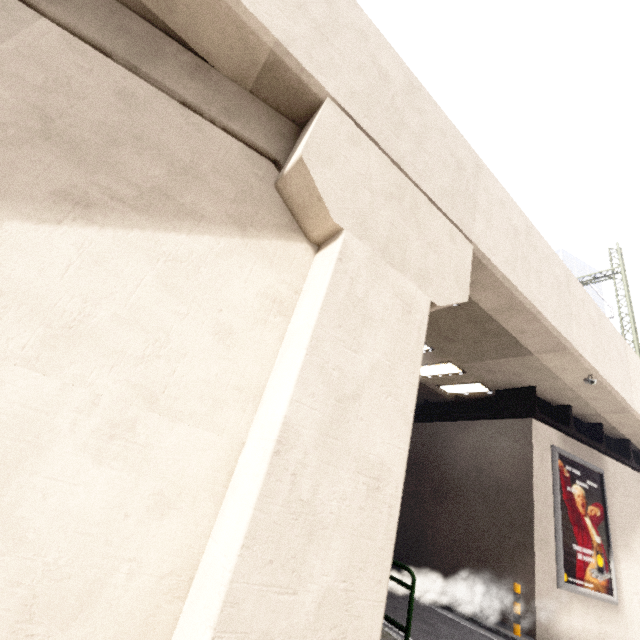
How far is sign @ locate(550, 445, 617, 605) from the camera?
9.7 meters

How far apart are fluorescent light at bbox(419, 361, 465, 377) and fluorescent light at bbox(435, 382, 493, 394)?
0.92m

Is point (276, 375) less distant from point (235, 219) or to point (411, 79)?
point (235, 219)

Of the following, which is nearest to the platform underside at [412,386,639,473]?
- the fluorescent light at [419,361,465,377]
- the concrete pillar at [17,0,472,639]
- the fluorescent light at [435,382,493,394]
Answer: the fluorescent light at [435,382,493,394]

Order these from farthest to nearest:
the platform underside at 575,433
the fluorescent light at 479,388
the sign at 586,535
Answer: the fluorescent light at 479,388
the platform underside at 575,433
the sign at 586,535

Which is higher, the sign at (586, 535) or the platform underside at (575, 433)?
the platform underside at (575, 433)

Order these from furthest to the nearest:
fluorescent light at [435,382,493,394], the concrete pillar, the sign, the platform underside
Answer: fluorescent light at [435,382,493,394] → the platform underside → the sign → the concrete pillar

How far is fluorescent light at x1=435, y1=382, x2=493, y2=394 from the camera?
12.6 meters
